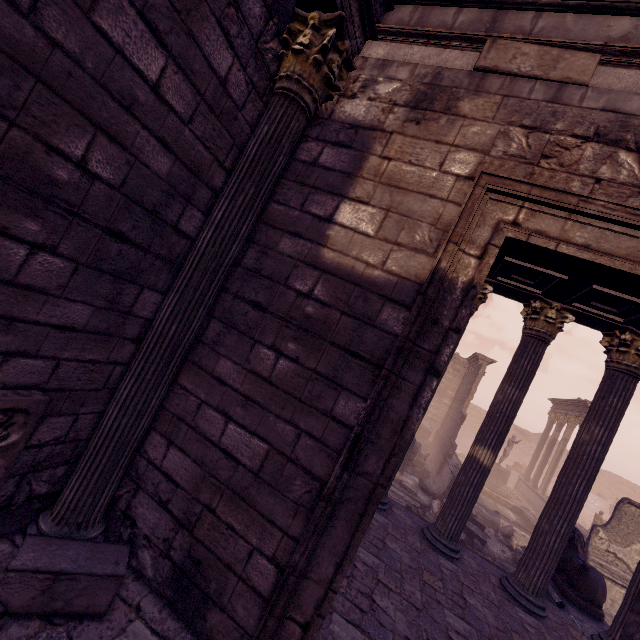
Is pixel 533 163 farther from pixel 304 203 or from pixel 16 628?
pixel 16 628

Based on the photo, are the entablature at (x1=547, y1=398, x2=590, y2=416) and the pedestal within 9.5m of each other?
yes

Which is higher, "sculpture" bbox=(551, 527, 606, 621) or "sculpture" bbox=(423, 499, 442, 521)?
"sculpture" bbox=(551, 527, 606, 621)

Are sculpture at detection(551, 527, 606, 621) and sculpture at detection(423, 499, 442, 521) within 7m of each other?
yes

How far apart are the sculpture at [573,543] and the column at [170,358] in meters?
8.3

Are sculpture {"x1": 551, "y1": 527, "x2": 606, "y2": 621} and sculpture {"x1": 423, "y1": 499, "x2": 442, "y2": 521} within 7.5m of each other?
yes

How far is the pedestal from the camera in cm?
1950

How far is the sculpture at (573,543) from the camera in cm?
608
